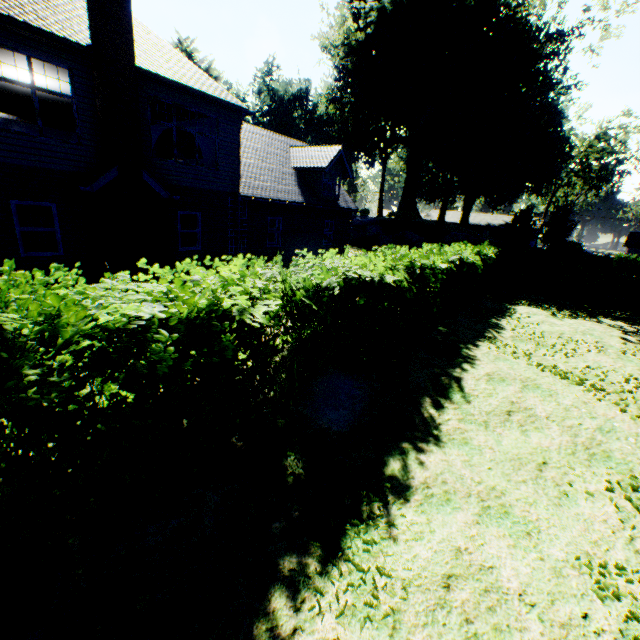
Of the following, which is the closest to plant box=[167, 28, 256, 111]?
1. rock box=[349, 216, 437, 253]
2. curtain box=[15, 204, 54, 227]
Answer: rock box=[349, 216, 437, 253]

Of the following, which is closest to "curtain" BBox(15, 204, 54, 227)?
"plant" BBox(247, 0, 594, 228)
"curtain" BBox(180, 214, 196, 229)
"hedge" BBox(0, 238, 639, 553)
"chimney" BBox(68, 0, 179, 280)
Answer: "chimney" BBox(68, 0, 179, 280)

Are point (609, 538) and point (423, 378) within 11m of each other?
yes

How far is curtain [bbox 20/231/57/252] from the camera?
9.8 meters

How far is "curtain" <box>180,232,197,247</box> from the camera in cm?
1364

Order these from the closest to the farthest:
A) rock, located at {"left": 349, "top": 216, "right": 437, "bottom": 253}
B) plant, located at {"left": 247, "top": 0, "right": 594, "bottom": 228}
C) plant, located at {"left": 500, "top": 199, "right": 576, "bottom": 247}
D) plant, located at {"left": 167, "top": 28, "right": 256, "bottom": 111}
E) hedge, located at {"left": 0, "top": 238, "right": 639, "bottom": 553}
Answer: hedge, located at {"left": 0, "top": 238, "right": 639, "bottom": 553} → plant, located at {"left": 500, "top": 199, "right": 576, "bottom": 247} → plant, located at {"left": 247, "top": 0, "right": 594, "bottom": 228} → rock, located at {"left": 349, "top": 216, "right": 437, "bottom": 253} → plant, located at {"left": 167, "top": 28, "right": 256, "bottom": 111}

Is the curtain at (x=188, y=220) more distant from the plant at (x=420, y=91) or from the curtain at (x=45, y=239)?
the plant at (x=420, y=91)

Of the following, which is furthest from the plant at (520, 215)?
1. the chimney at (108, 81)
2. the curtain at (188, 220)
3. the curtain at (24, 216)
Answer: the curtain at (24, 216)
